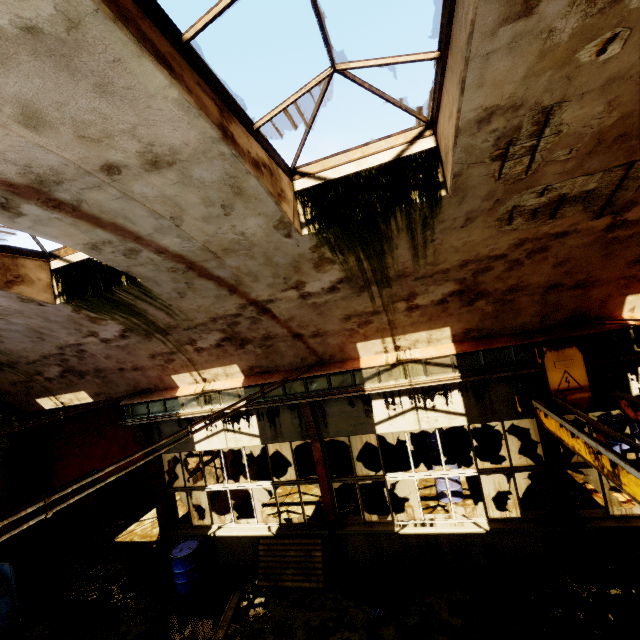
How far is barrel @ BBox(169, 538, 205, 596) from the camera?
7.9m

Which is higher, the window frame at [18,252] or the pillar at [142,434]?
the window frame at [18,252]

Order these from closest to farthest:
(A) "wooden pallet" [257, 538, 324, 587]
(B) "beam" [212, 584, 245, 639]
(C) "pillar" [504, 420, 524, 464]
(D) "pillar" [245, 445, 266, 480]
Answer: (B) "beam" [212, 584, 245, 639] → (A) "wooden pallet" [257, 538, 324, 587] → (C) "pillar" [504, 420, 524, 464] → (D) "pillar" [245, 445, 266, 480]

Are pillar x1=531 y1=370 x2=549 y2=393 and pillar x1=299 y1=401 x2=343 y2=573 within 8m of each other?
yes

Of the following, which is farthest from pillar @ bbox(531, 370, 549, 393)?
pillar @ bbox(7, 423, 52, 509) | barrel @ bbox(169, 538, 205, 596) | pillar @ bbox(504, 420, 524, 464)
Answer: pillar @ bbox(7, 423, 52, 509)

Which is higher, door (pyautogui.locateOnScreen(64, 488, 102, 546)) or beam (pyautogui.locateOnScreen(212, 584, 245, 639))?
door (pyautogui.locateOnScreen(64, 488, 102, 546))

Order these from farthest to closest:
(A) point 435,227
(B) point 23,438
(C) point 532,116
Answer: (B) point 23,438
(A) point 435,227
(C) point 532,116

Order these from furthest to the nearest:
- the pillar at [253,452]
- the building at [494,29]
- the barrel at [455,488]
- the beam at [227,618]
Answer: the pillar at [253,452] → the barrel at [455,488] → the beam at [227,618] → the building at [494,29]
